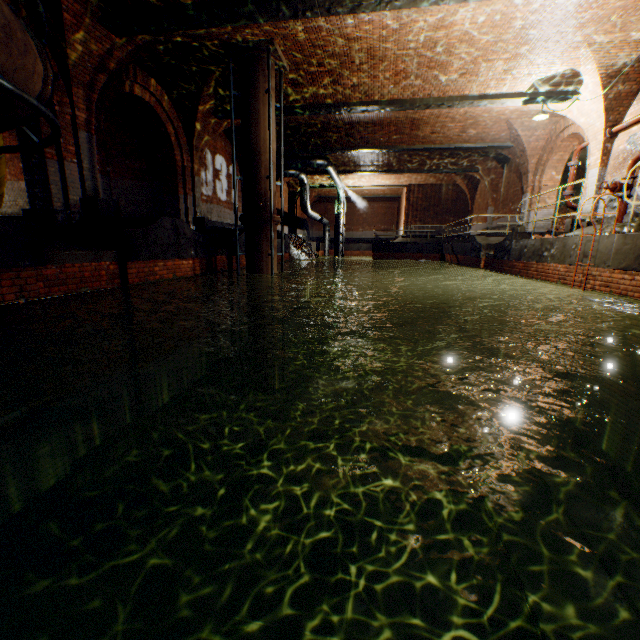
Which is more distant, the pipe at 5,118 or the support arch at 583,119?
the support arch at 583,119

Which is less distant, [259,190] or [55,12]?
[55,12]

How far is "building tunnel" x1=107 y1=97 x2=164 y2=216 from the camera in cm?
1165

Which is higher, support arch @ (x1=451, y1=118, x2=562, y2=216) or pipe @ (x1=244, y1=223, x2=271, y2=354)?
support arch @ (x1=451, y1=118, x2=562, y2=216)

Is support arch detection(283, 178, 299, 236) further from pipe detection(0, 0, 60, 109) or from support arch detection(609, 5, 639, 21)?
pipe detection(0, 0, 60, 109)

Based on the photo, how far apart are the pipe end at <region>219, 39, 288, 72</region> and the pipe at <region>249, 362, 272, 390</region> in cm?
844

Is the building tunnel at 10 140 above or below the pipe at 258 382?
above

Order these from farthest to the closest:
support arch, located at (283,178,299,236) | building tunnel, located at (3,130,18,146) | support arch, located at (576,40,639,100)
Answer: support arch, located at (283,178,299,236) → building tunnel, located at (3,130,18,146) → support arch, located at (576,40,639,100)
